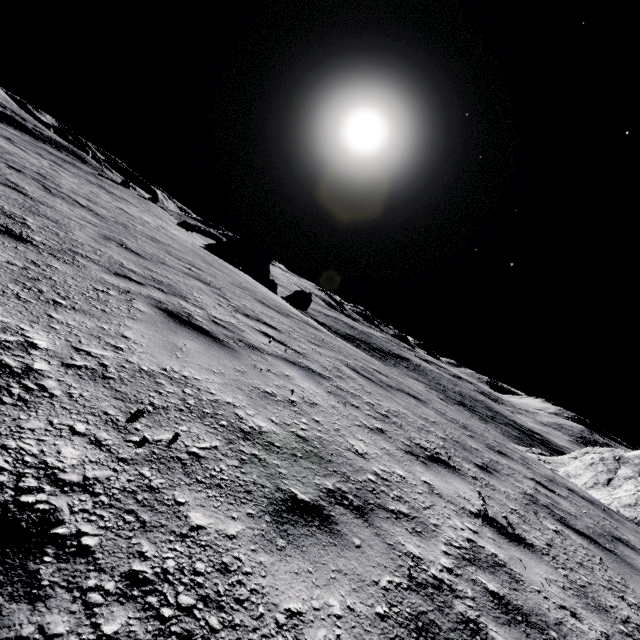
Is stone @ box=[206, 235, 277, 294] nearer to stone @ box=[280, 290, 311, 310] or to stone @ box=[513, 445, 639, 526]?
stone @ box=[280, 290, 311, 310]

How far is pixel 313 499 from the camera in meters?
1.9 m

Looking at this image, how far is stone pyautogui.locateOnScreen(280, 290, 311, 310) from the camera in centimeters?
2606cm

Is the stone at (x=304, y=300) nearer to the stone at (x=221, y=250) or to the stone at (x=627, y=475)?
the stone at (x=221, y=250)

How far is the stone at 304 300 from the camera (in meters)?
26.06

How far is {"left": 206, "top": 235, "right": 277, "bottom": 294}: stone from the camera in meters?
35.9
